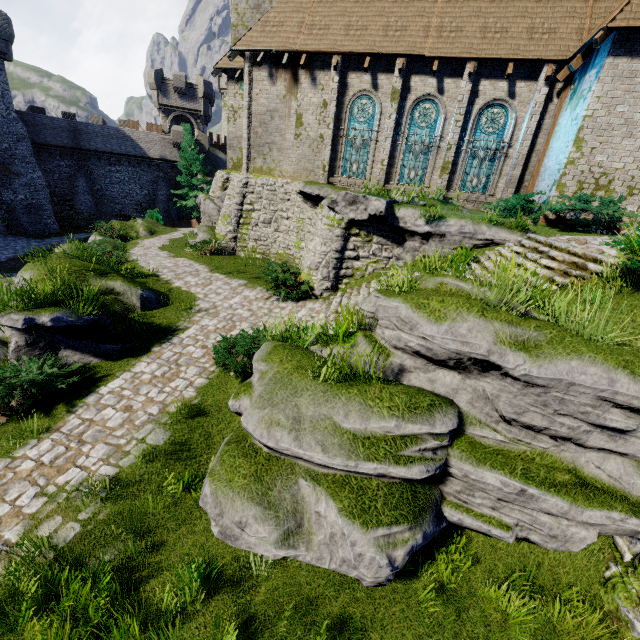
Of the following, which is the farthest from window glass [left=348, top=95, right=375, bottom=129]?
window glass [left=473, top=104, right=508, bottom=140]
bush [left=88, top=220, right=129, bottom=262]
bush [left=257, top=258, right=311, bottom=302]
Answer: bush [left=88, top=220, right=129, bottom=262]

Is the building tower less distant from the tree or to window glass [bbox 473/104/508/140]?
the tree

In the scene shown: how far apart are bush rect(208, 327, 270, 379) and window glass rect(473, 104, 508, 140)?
12.45m

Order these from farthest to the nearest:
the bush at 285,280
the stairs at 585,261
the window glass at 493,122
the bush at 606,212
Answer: the window glass at 493,122 → the bush at 285,280 → the bush at 606,212 → the stairs at 585,261

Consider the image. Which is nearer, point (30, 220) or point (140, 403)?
point (140, 403)

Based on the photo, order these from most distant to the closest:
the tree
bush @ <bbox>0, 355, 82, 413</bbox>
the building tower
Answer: the building tower → the tree → bush @ <bbox>0, 355, 82, 413</bbox>

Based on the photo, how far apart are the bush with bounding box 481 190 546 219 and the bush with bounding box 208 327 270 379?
10.3m

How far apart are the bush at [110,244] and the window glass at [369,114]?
14.07m
